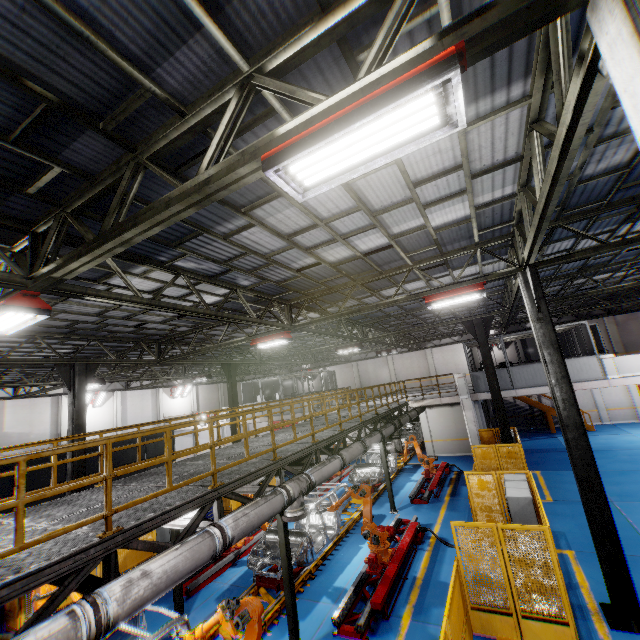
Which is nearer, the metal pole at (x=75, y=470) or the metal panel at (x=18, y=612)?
the metal panel at (x=18, y=612)

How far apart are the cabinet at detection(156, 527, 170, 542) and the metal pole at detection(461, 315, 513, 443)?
14.8m

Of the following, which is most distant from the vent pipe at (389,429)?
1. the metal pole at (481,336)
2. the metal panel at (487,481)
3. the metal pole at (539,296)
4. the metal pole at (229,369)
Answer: the metal pole at (229,369)

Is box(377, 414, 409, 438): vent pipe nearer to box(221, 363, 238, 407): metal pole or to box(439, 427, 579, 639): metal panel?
box(439, 427, 579, 639): metal panel

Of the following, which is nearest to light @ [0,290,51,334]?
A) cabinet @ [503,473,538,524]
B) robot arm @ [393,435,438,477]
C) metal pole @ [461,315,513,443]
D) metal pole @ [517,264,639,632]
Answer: metal pole @ [517,264,639,632]

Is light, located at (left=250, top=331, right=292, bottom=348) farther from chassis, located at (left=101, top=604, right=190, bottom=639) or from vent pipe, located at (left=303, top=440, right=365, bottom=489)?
chassis, located at (left=101, top=604, right=190, bottom=639)

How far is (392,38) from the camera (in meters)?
2.71

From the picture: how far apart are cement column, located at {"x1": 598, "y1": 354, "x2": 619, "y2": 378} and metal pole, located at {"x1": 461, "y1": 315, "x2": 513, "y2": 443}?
5.6m
